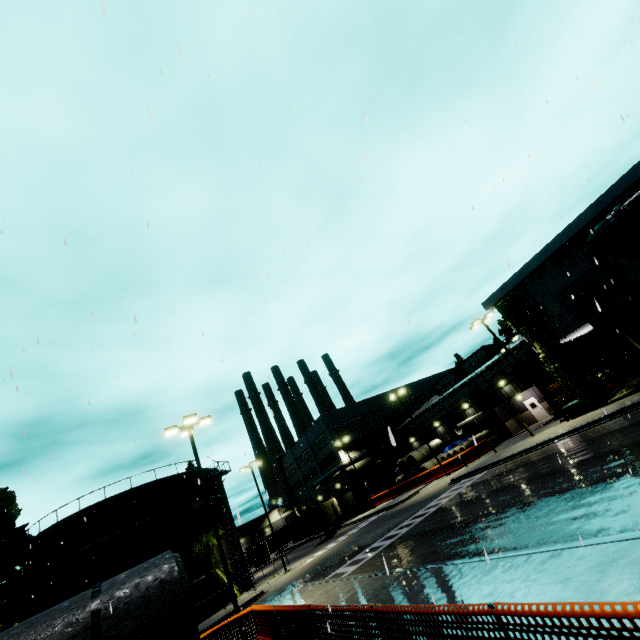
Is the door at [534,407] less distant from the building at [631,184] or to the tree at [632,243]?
the building at [631,184]

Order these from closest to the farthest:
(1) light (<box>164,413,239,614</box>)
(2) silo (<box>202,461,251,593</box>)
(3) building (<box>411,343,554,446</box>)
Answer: (1) light (<box>164,413,239,614</box>) < (2) silo (<box>202,461,251,593</box>) < (3) building (<box>411,343,554,446</box>)

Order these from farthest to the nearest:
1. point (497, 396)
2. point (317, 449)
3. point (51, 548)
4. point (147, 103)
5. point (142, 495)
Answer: point (317, 449) < point (497, 396) < point (142, 495) < point (51, 548) < point (147, 103)

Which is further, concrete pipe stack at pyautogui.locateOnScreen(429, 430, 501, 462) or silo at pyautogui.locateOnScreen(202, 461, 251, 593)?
concrete pipe stack at pyautogui.locateOnScreen(429, 430, 501, 462)

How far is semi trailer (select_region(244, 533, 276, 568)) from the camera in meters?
53.3

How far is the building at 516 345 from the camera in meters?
32.8 m

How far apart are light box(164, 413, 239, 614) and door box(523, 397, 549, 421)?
35.19m

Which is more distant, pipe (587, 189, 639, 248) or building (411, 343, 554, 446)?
building (411, 343, 554, 446)
